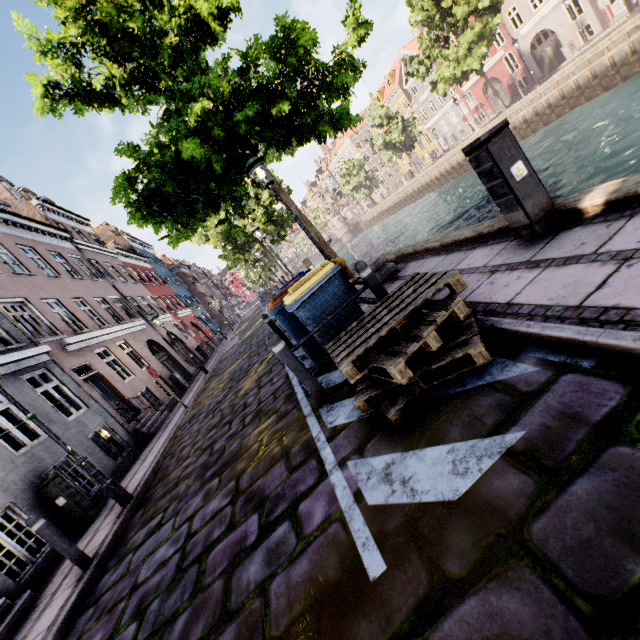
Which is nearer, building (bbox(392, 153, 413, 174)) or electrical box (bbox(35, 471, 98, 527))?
electrical box (bbox(35, 471, 98, 527))

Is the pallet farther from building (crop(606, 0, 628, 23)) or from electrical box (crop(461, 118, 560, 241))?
building (crop(606, 0, 628, 23))

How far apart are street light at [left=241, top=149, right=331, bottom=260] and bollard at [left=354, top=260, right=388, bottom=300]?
3.07m

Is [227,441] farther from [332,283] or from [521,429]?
[521,429]

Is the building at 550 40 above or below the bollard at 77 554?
above

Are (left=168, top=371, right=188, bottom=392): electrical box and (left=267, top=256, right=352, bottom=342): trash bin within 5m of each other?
no

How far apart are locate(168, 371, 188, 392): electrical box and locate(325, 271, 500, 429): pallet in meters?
15.3

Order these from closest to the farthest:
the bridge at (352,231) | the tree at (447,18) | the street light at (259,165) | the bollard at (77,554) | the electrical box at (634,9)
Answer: the bollard at (77,554), the street light at (259,165), the electrical box at (634,9), the tree at (447,18), the bridge at (352,231)
